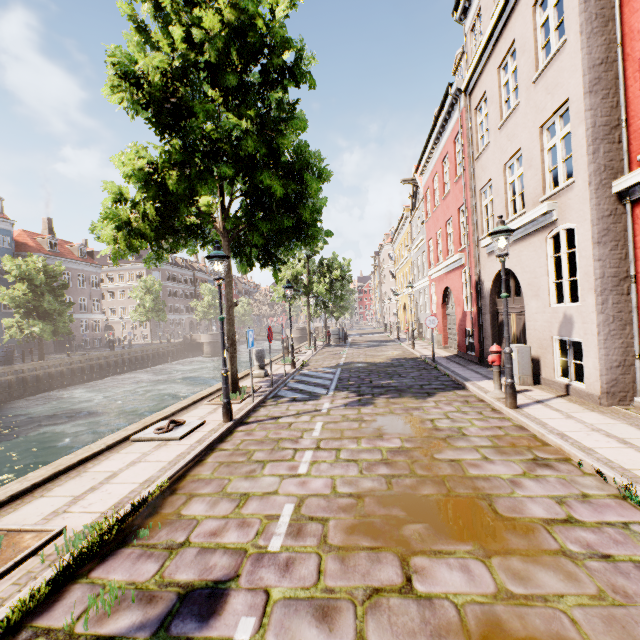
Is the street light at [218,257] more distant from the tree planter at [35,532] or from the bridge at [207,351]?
the bridge at [207,351]

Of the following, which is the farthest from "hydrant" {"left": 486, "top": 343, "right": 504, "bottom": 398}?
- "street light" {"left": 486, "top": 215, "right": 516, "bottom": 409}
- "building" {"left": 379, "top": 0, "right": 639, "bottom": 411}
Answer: "building" {"left": 379, "top": 0, "right": 639, "bottom": 411}

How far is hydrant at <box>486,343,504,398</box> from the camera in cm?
750

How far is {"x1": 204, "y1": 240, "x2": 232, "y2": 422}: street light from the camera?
6.7 meters

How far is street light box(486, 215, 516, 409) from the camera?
6.5m

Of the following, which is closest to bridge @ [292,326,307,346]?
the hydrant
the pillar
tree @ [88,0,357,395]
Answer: tree @ [88,0,357,395]

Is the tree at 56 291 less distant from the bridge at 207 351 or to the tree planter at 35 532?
the bridge at 207 351

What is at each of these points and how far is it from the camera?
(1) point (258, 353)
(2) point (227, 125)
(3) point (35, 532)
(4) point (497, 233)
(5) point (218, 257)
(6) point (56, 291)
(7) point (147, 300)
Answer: (1) pillar, 12.20m
(2) tree, 6.78m
(3) tree planter, 3.41m
(4) street light, 6.51m
(5) street light, 6.69m
(6) tree, 26.88m
(7) tree, 38.25m
